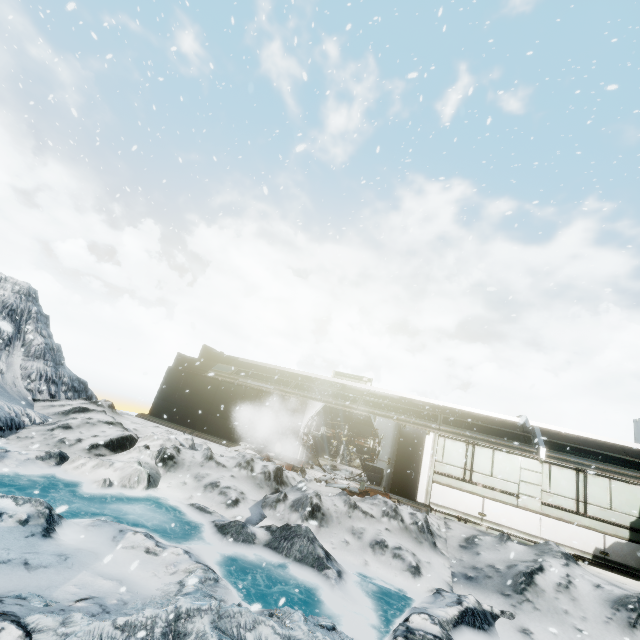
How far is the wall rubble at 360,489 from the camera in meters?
11.3

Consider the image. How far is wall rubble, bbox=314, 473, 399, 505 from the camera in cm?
1130

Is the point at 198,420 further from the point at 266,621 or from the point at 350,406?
the point at 266,621
